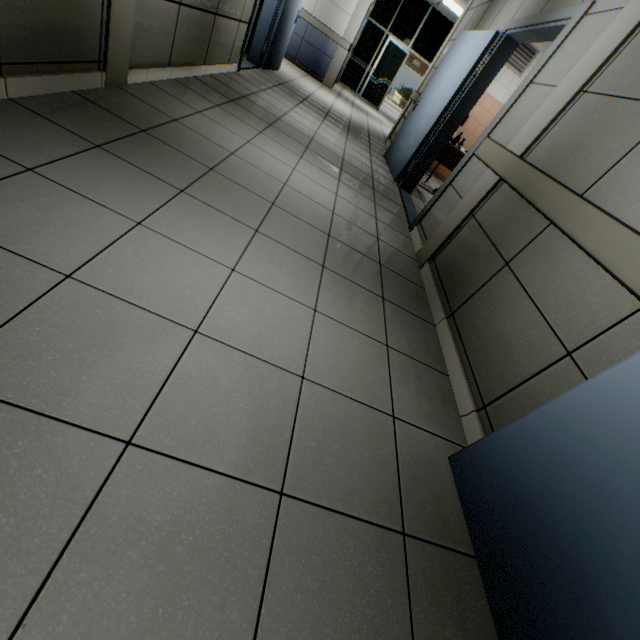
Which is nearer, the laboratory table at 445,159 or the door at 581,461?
the door at 581,461

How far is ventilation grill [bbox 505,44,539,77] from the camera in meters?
6.4 m

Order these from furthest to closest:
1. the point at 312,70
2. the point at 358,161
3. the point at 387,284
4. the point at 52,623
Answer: the point at 312,70 < the point at 358,161 < the point at 387,284 < the point at 52,623

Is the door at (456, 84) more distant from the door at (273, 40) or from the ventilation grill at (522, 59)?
the door at (273, 40)

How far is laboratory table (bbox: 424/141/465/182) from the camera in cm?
486

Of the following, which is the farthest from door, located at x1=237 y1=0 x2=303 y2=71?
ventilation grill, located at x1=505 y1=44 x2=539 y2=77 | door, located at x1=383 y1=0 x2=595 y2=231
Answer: ventilation grill, located at x1=505 y1=44 x2=539 y2=77

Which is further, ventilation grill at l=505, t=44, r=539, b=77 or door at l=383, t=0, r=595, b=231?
ventilation grill at l=505, t=44, r=539, b=77

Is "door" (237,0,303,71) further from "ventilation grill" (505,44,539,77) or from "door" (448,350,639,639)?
"door" (448,350,639,639)
